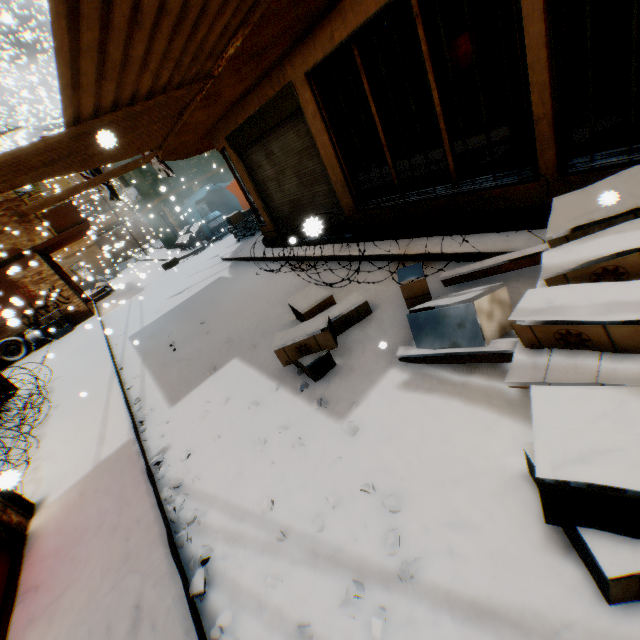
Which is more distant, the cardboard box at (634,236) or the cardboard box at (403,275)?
the cardboard box at (403,275)

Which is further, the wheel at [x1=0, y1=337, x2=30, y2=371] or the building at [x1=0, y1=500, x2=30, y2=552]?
the wheel at [x1=0, y1=337, x2=30, y2=371]

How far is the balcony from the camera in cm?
1295

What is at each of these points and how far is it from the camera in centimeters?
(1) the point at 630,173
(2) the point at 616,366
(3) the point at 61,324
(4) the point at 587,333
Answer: (1) cardboard box, 254cm
(2) cart, 184cm
(3) cardboard box, 1293cm
(4) cardboard box, 192cm

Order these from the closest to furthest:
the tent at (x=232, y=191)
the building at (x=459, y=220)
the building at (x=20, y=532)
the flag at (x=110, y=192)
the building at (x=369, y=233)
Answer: the building at (x=20, y=532)
the building at (x=459, y=220)
the building at (x=369, y=233)
the flag at (x=110, y=192)
the tent at (x=232, y=191)

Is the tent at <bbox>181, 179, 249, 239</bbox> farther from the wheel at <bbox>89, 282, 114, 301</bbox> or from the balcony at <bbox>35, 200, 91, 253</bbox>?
the wheel at <bbox>89, 282, 114, 301</bbox>

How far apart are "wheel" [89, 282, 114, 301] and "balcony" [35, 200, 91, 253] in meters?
0.7

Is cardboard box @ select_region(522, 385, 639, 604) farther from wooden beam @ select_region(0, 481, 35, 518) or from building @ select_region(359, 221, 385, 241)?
wooden beam @ select_region(0, 481, 35, 518)
